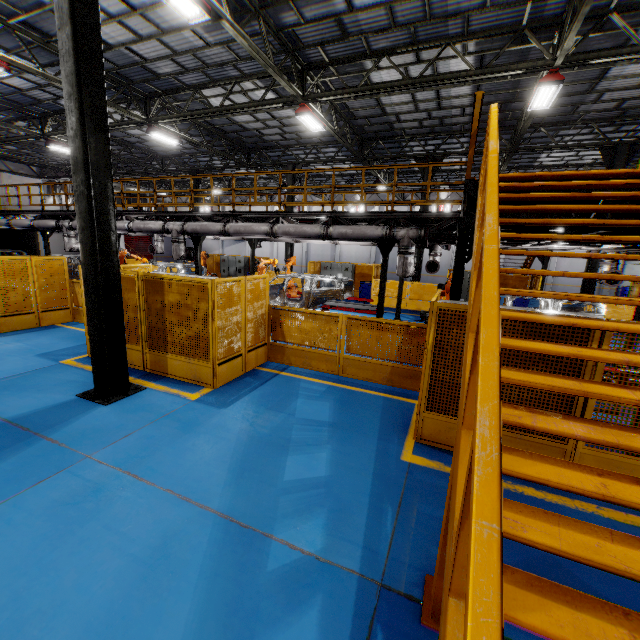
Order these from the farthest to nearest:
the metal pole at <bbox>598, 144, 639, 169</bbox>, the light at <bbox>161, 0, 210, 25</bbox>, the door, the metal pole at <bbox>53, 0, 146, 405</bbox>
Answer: the door → the metal pole at <bbox>598, 144, 639, 169</bbox> → the light at <bbox>161, 0, 210, 25</bbox> → the metal pole at <bbox>53, 0, 146, 405</bbox>

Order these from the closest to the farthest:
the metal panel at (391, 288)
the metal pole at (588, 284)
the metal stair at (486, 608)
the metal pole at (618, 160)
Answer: the metal stair at (486, 608) < the metal pole at (618, 160) < the metal pole at (588, 284) < the metal panel at (391, 288)

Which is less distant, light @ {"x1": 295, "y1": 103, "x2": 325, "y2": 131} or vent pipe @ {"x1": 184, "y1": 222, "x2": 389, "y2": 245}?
vent pipe @ {"x1": 184, "y1": 222, "x2": 389, "y2": 245}

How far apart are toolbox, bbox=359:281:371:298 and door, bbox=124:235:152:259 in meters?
31.7

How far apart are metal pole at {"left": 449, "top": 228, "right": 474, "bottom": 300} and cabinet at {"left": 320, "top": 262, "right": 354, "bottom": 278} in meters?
13.7

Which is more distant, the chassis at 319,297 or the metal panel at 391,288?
the metal panel at 391,288

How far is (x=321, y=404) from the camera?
6.16m

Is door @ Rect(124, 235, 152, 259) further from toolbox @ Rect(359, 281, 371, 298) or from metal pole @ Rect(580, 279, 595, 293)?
metal pole @ Rect(580, 279, 595, 293)
